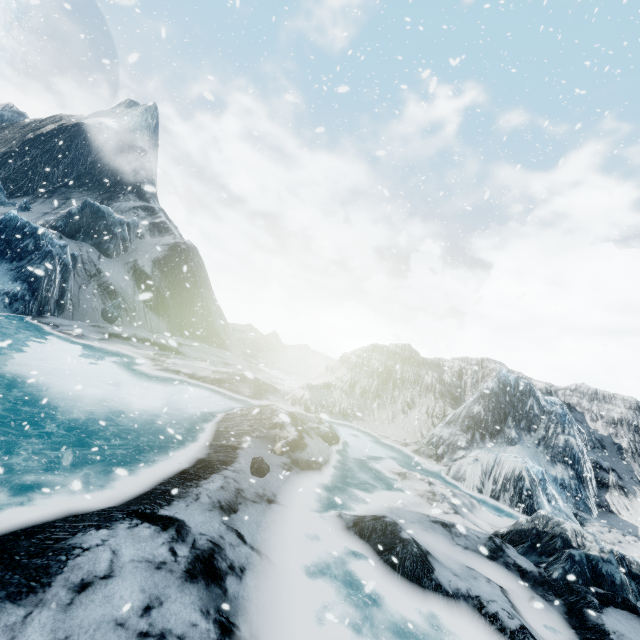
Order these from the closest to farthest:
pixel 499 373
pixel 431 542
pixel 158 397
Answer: pixel 431 542 → pixel 158 397 → pixel 499 373
